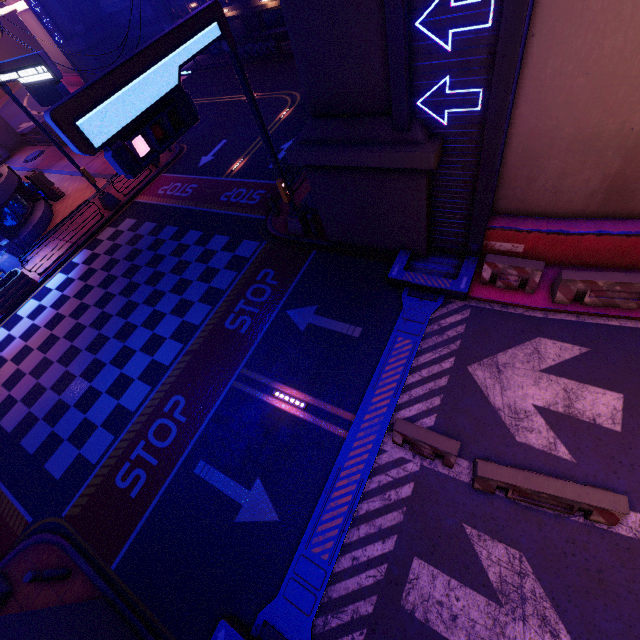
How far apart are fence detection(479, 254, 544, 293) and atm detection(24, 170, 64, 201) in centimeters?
2714cm

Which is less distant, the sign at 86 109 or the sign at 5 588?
the sign at 86 109

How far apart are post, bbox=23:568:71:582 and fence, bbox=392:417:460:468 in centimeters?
895cm

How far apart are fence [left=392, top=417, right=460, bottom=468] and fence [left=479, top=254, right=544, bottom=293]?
4.8 meters

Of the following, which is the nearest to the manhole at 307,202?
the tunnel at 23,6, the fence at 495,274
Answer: the fence at 495,274

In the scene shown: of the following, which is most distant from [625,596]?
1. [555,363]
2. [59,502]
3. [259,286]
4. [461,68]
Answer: [59,502]

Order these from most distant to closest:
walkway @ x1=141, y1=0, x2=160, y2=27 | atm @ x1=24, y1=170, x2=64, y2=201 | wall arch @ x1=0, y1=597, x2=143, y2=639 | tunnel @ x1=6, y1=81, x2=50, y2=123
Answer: tunnel @ x1=6, y1=81, x2=50, y2=123, walkway @ x1=141, y1=0, x2=160, y2=27, atm @ x1=24, y1=170, x2=64, y2=201, wall arch @ x1=0, y1=597, x2=143, y2=639

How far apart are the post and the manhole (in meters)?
13.85
